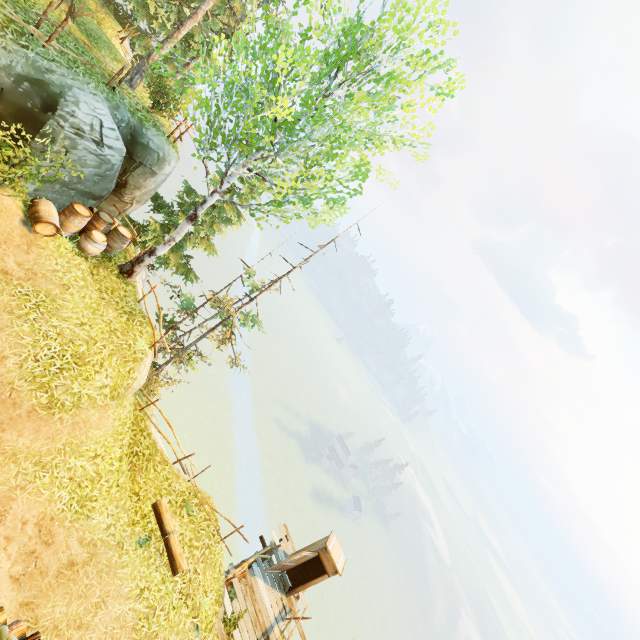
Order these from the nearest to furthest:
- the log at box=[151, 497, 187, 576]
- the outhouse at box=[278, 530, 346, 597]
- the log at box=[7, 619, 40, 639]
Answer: the log at box=[7, 619, 40, 639]
the log at box=[151, 497, 187, 576]
the outhouse at box=[278, 530, 346, 597]

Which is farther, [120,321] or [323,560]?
[323,560]

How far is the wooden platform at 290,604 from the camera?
13.1 meters

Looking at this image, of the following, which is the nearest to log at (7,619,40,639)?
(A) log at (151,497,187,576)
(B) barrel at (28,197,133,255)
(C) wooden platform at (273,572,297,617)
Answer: (A) log at (151,497,187,576)

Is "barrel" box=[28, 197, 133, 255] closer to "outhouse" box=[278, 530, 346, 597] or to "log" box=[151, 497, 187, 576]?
"log" box=[151, 497, 187, 576]

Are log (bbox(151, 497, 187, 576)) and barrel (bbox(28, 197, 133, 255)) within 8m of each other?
no

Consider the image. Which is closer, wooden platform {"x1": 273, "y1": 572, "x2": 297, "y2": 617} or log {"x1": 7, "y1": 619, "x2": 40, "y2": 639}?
log {"x1": 7, "y1": 619, "x2": 40, "y2": 639}

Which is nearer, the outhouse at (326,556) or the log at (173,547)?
the log at (173,547)
